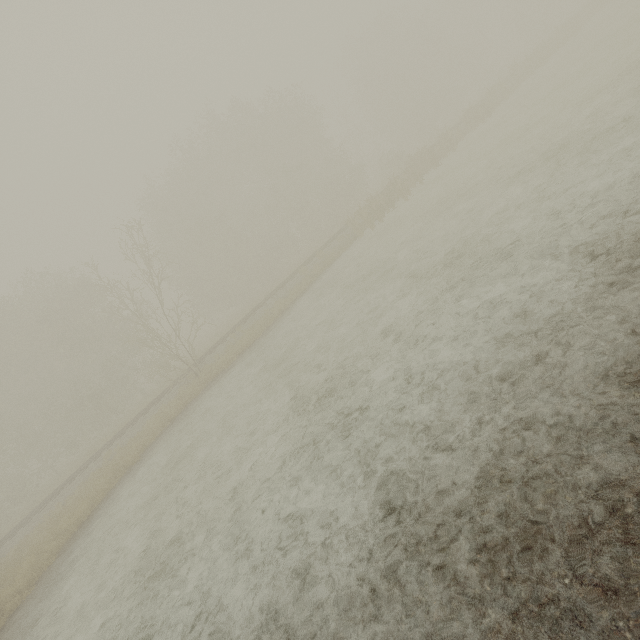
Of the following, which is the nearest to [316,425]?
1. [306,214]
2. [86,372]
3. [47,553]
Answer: [47,553]
